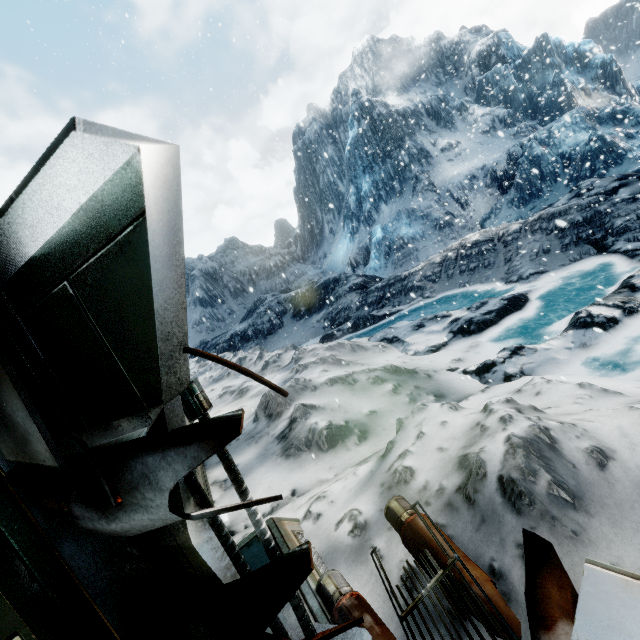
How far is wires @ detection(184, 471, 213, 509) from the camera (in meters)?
1.27

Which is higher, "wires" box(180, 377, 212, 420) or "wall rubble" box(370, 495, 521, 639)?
"wires" box(180, 377, 212, 420)

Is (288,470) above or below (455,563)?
below

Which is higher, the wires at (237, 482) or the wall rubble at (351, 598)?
the wires at (237, 482)

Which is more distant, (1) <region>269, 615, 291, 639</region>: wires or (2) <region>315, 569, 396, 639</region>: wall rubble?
(2) <region>315, 569, 396, 639</region>: wall rubble
